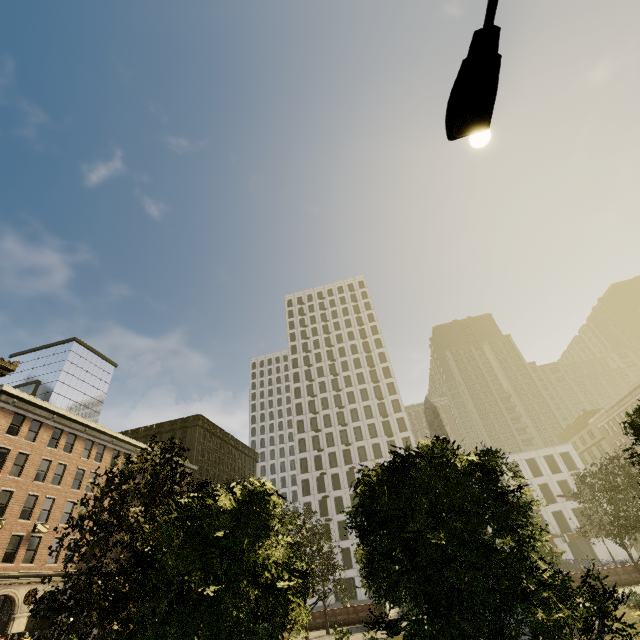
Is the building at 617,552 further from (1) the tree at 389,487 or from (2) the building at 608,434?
(1) the tree at 389,487

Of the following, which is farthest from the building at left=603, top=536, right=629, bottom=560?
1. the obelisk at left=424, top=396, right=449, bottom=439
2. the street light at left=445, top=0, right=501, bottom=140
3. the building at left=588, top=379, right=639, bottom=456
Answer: the street light at left=445, top=0, right=501, bottom=140

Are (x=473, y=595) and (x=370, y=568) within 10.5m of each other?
yes

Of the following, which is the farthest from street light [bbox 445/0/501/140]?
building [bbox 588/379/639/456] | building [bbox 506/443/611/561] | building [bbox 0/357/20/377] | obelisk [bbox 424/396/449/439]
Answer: building [bbox 506/443/611/561]

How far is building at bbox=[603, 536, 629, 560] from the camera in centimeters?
4684cm

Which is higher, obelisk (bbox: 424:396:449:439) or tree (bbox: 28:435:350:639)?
obelisk (bbox: 424:396:449:439)

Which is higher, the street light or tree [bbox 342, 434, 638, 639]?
the street light

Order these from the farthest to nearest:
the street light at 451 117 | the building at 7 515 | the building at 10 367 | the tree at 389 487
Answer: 1. the building at 10 367
2. the building at 7 515
3. the tree at 389 487
4. the street light at 451 117
